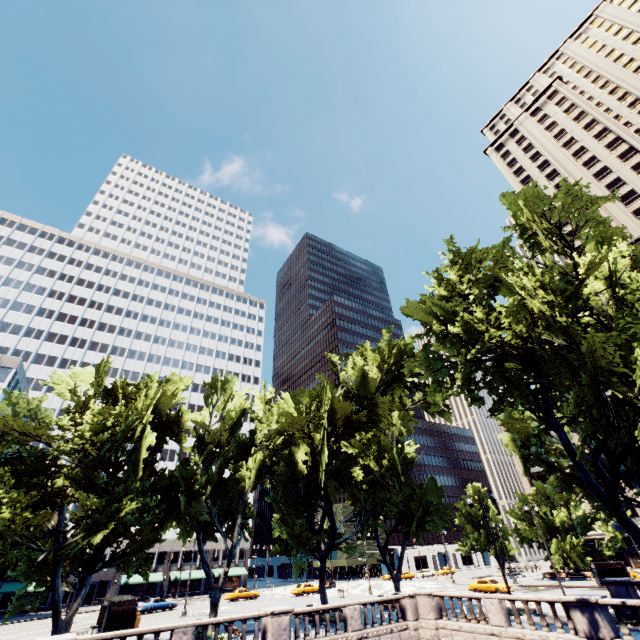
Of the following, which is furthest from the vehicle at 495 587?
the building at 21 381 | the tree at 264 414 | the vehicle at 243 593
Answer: the building at 21 381

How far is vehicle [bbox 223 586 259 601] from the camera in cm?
4765

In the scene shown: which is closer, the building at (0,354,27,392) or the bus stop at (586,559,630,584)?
the bus stop at (586,559,630,584)

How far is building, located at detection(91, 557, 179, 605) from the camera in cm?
5450

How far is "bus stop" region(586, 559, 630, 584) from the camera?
37.2 meters

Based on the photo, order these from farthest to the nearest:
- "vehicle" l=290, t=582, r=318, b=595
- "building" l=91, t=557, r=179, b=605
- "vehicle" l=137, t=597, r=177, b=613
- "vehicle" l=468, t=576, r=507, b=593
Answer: "building" l=91, t=557, r=179, b=605
"vehicle" l=290, t=582, r=318, b=595
"vehicle" l=137, t=597, r=177, b=613
"vehicle" l=468, t=576, r=507, b=593

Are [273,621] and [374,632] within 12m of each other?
yes

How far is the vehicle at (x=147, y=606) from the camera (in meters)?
40.03
